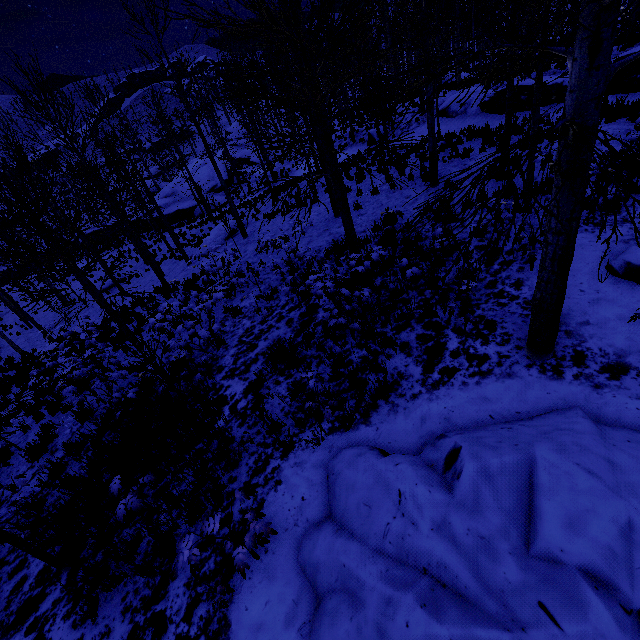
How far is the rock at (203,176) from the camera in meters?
32.6

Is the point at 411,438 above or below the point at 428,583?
below

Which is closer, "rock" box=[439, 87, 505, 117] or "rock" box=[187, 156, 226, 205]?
"rock" box=[439, 87, 505, 117]

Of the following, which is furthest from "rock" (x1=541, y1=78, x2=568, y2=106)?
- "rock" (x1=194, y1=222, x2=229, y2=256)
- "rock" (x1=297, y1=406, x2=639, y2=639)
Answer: "rock" (x1=297, y1=406, x2=639, y2=639)

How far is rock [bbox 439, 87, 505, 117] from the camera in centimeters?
1588cm

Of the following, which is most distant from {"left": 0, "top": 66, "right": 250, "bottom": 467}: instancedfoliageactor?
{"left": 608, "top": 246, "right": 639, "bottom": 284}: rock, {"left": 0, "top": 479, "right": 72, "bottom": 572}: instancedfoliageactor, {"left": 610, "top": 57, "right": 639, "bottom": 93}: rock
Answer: {"left": 610, "top": 57, "right": 639, "bottom": 93}: rock

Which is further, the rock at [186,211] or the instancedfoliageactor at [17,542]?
the rock at [186,211]

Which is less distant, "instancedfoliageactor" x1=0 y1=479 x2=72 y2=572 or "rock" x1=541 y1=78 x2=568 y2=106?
"instancedfoliageactor" x1=0 y1=479 x2=72 y2=572
